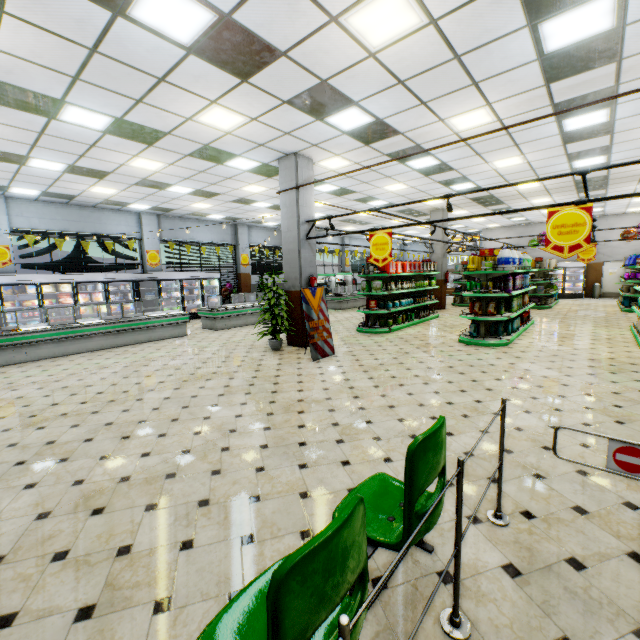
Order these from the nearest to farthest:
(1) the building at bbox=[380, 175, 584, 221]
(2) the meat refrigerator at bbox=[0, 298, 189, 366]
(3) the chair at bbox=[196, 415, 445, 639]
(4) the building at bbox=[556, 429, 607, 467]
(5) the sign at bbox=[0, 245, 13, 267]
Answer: (3) the chair at bbox=[196, 415, 445, 639], (4) the building at bbox=[556, 429, 607, 467], (2) the meat refrigerator at bbox=[0, 298, 189, 366], (5) the sign at bbox=[0, 245, 13, 267], (1) the building at bbox=[380, 175, 584, 221]

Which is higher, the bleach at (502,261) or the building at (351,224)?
the building at (351,224)

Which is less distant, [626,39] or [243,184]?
[626,39]

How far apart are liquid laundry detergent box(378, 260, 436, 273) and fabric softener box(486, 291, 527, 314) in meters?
3.4 m

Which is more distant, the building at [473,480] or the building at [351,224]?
the building at [351,224]

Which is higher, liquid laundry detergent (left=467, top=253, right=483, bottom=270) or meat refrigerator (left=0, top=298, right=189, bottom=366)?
liquid laundry detergent (left=467, top=253, right=483, bottom=270)

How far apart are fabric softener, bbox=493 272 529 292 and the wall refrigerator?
12.9m

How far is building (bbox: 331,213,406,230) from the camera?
17.28m
